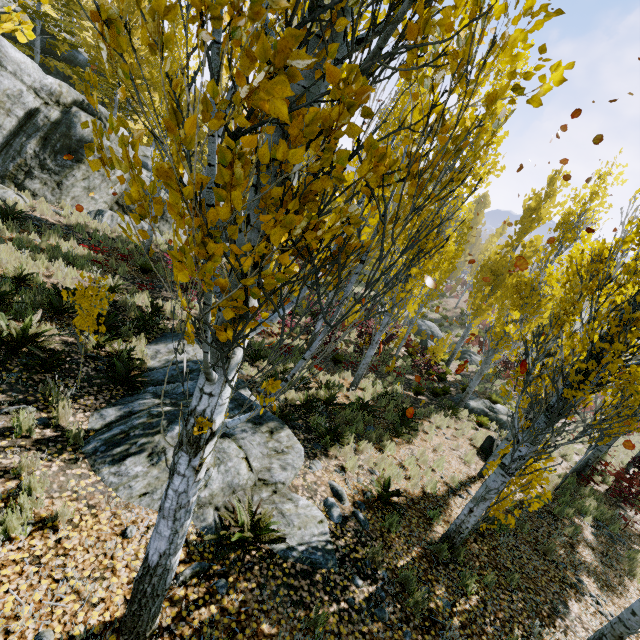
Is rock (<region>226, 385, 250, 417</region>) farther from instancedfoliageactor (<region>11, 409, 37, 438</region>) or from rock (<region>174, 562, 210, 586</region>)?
rock (<region>174, 562, 210, 586</region>)

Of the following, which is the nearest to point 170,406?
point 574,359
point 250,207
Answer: point 250,207

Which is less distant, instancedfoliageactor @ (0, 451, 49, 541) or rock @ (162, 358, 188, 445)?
instancedfoliageactor @ (0, 451, 49, 541)

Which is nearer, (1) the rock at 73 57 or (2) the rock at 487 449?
(2) the rock at 487 449

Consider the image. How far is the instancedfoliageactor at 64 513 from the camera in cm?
357

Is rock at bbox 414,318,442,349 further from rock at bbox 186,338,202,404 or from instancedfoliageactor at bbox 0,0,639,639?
rock at bbox 186,338,202,404

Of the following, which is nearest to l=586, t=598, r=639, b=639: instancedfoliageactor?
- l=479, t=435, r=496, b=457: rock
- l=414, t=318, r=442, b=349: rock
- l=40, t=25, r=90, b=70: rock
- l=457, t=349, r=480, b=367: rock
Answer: l=40, t=25, r=90, b=70: rock

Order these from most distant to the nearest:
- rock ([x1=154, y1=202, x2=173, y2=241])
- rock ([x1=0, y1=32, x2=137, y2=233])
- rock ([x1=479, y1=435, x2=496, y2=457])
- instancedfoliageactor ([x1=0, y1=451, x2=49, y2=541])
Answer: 1. rock ([x1=154, y1=202, x2=173, y2=241])
2. rock ([x1=0, y1=32, x2=137, y2=233])
3. rock ([x1=479, y1=435, x2=496, y2=457])
4. instancedfoliageactor ([x1=0, y1=451, x2=49, y2=541])
